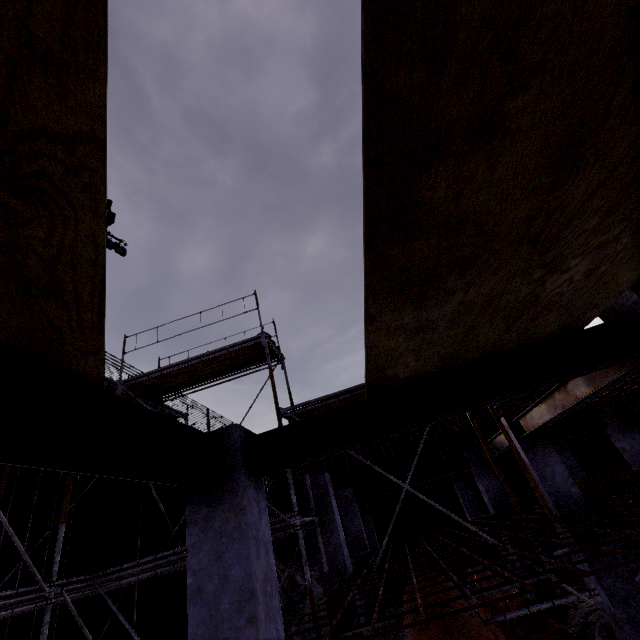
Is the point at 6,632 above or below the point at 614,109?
below

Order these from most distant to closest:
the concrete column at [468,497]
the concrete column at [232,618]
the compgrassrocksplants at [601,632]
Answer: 1. the concrete column at [468,497]
2. the compgrassrocksplants at [601,632]
3. the concrete column at [232,618]

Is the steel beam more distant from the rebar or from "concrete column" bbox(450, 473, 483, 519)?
"concrete column" bbox(450, 473, 483, 519)

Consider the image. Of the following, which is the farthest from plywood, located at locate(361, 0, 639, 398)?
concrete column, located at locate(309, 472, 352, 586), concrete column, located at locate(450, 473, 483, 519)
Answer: concrete column, located at locate(450, 473, 483, 519)

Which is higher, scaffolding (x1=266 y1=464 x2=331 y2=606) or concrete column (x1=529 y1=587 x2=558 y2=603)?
scaffolding (x1=266 y1=464 x2=331 y2=606)

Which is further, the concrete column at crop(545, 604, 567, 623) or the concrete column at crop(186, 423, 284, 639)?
the concrete column at crop(545, 604, 567, 623)

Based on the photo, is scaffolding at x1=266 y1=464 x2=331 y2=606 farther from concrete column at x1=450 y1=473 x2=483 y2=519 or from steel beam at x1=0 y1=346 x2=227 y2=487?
concrete column at x1=450 y1=473 x2=483 y2=519

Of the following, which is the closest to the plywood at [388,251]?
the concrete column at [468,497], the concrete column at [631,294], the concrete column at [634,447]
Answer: the concrete column at [631,294]
